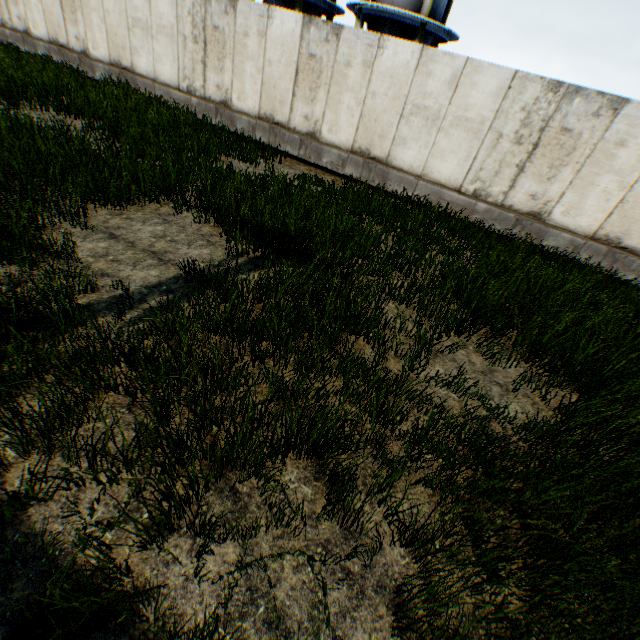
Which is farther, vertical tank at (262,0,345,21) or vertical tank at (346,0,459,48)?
vertical tank at (262,0,345,21)

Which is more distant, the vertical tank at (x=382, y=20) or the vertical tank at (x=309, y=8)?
the vertical tank at (x=309, y=8)

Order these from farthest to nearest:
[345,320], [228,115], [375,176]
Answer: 1. [228,115]
2. [375,176]
3. [345,320]
